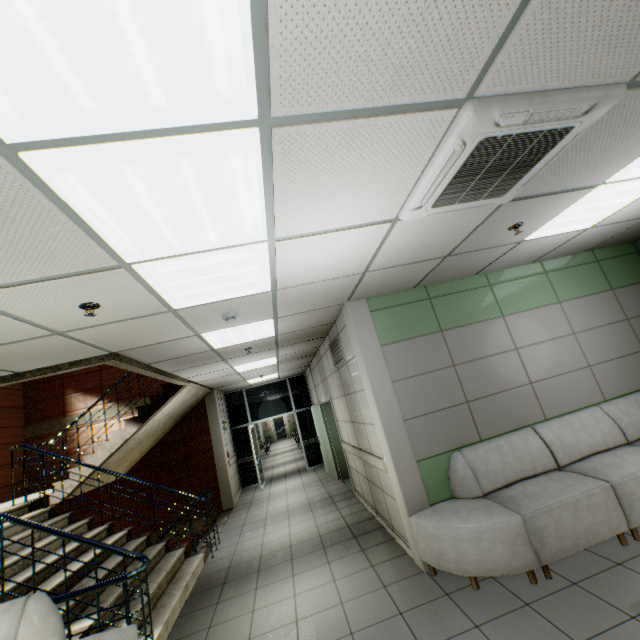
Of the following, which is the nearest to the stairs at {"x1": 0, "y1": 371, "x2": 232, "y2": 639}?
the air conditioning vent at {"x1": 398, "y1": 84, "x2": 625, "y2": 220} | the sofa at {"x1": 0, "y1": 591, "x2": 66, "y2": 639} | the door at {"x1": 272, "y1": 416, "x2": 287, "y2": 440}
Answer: the sofa at {"x1": 0, "y1": 591, "x2": 66, "y2": 639}

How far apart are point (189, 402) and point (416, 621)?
7.1m

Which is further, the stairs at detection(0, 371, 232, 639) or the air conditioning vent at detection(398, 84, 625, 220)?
the stairs at detection(0, 371, 232, 639)

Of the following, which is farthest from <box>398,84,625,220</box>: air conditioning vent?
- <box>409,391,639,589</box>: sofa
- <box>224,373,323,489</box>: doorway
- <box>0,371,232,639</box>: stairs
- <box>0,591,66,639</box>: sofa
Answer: <box>224,373,323,489</box>: doorway

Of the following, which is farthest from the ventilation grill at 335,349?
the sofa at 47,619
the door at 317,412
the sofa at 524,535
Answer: the sofa at 47,619

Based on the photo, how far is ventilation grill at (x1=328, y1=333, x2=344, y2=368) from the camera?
5.34m

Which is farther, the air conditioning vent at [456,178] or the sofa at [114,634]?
the sofa at [114,634]

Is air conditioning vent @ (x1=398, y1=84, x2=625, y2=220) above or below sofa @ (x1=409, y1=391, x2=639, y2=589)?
above
